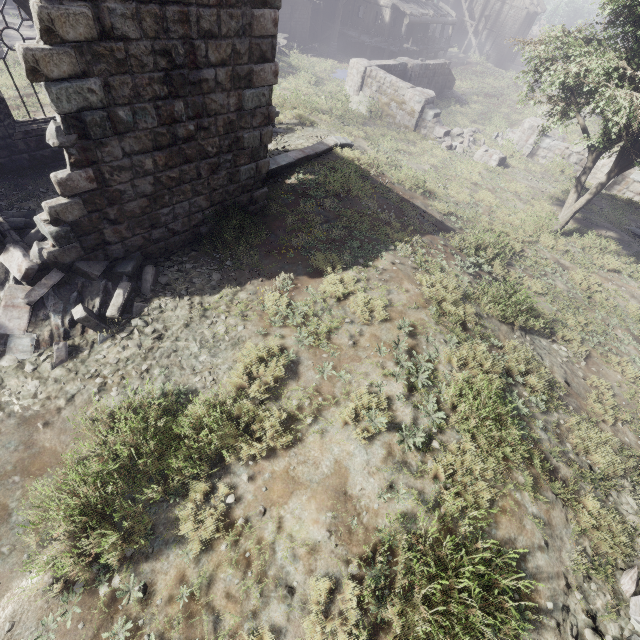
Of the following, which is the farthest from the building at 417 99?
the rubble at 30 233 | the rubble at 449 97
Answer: the rubble at 449 97

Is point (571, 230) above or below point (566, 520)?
below

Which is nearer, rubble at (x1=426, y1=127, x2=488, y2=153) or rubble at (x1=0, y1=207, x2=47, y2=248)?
rubble at (x1=0, y1=207, x2=47, y2=248)

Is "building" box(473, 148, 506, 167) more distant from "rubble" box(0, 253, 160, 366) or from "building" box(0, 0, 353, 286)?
"rubble" box(0, 253, 160, 366)

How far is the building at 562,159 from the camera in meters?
18.5 m

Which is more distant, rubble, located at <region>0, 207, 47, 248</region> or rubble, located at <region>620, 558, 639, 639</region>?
rubble, located at <region>0, 207, 47, 248</region>

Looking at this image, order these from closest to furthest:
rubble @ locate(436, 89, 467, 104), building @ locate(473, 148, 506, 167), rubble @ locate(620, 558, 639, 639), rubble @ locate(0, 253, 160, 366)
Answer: rubble @ locate(620, 558, 639, 639)
rubble @ locate(0, 253, 160, 366)
building @ locate(473, 148, 506, 167)
rubble @ locate(436, 89, 467, 104)

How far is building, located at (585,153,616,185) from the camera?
17.4 meters
